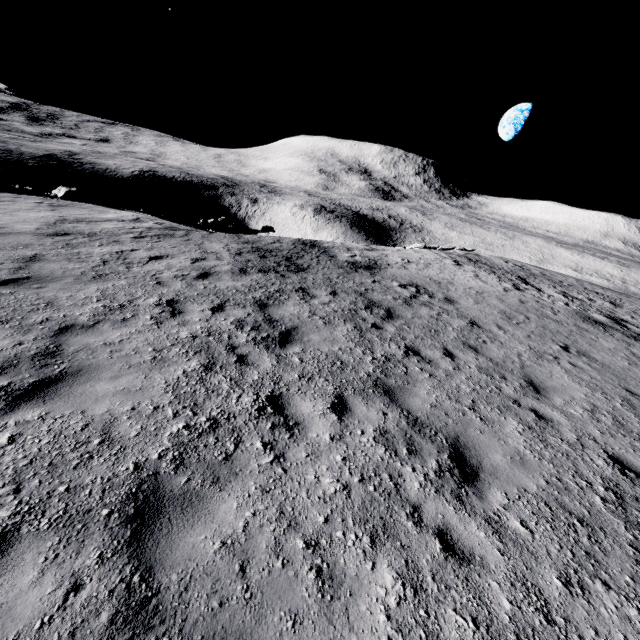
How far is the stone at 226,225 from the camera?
20.30m

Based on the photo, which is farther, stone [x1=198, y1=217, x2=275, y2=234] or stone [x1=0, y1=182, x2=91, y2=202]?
stone [x1=198, y1=217, x2=275, y2=234]

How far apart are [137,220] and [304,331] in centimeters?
1218cm

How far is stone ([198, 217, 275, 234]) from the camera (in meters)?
20.30

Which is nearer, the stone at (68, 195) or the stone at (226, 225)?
the stone at (68, 195)

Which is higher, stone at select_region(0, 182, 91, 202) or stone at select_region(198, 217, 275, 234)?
stone at select_region(0, 182, 91, 202)
